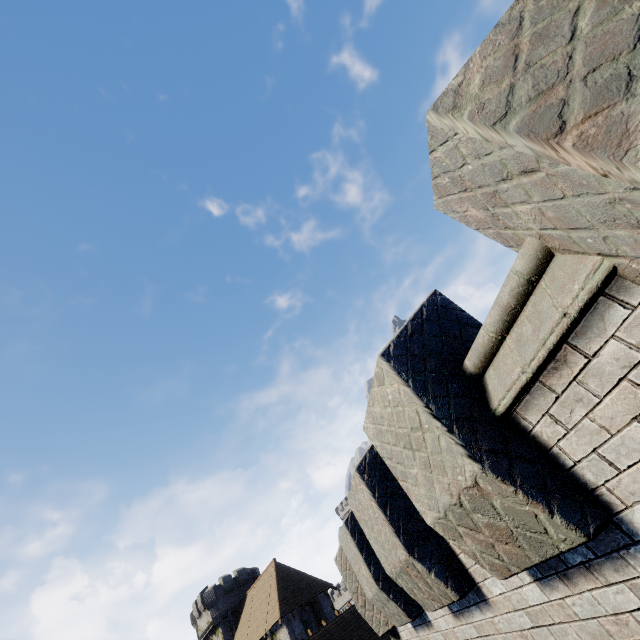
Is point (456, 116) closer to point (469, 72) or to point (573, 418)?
point (469, 72)
